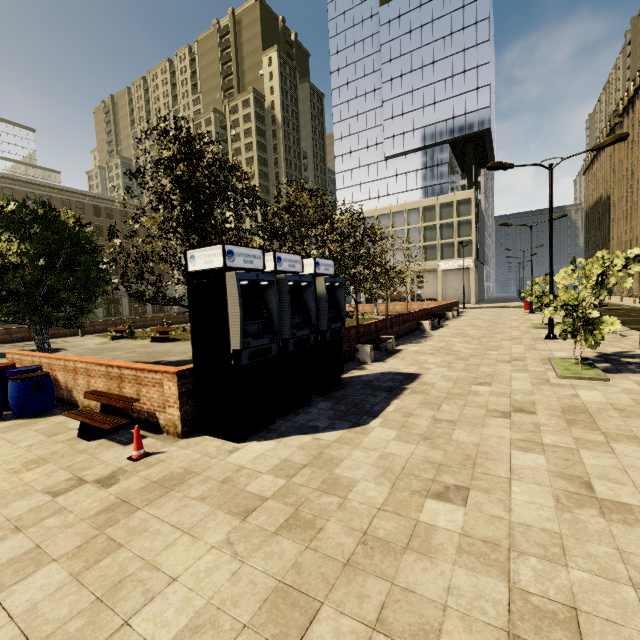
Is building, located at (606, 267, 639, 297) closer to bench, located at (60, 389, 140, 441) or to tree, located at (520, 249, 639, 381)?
tree, located at (520, 249, 639, 381)

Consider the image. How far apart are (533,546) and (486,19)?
65.25m

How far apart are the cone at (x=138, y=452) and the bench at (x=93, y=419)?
0.73m

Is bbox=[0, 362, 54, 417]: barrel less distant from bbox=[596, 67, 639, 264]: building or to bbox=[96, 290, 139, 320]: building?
bbox=[596, 67, 639, 264]: building

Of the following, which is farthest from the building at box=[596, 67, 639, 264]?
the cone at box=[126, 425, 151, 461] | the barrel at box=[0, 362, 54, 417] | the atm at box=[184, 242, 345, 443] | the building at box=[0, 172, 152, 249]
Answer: the barrel at box=[0, 362, 54, 417]

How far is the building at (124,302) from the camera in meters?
50.2 m

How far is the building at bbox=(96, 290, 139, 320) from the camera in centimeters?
5022cm

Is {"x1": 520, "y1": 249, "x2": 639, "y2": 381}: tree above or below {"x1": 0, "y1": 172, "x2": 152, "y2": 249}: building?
below
